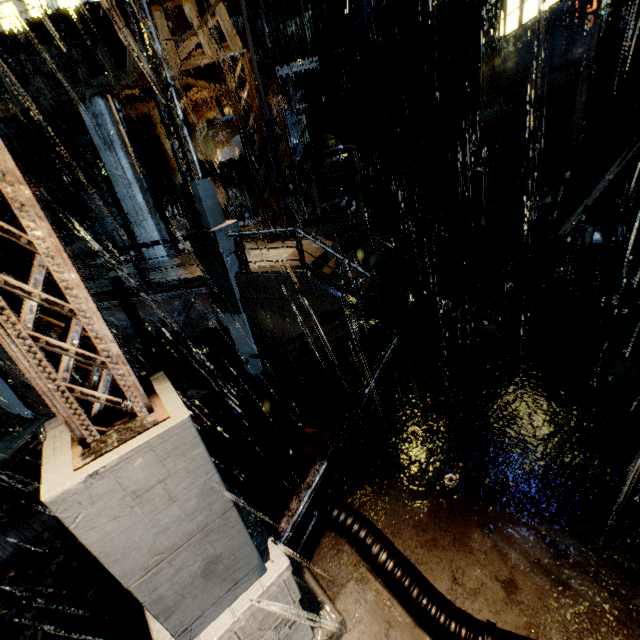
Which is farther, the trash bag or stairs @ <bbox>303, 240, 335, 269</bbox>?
the trash bag

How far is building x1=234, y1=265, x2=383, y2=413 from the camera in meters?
8.3 m

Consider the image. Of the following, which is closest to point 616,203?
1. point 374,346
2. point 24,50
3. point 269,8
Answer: point 374,346

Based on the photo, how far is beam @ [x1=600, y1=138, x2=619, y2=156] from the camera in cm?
890

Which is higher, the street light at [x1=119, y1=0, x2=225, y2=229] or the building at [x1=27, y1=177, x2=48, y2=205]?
the building at [x1=27, y1=177, x2=48, y2=205]

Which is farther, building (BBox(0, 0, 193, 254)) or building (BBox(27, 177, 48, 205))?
building (BBox(27, 177, 48, 205))

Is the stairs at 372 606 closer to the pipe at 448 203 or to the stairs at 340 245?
the stairs at 340 245

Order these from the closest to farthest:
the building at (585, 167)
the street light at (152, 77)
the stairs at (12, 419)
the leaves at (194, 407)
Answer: the street light at (152, 77) → the building at (585, 167) → the leaves at (194, 407) → the stairs at (12, 419)
